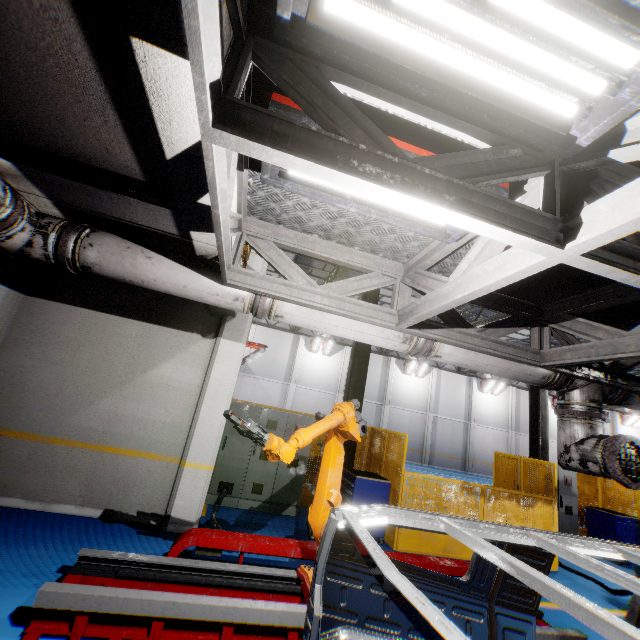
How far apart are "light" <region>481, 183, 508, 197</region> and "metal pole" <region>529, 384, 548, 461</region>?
11.70m

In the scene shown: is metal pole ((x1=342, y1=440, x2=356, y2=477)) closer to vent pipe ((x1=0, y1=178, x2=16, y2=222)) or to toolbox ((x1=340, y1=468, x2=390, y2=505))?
toolbox ((x1=340, y1=468, x2=390, y2=505))

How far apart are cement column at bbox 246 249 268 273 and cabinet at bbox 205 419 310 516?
1.0m

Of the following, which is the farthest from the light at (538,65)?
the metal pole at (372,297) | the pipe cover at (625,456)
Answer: the metal pole at (372,297)

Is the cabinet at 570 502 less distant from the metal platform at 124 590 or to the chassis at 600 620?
the metal platform at 124 590

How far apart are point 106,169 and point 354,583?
3.69m

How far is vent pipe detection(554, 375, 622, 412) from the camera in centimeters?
424cm

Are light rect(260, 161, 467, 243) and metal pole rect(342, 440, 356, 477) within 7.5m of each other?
yes
